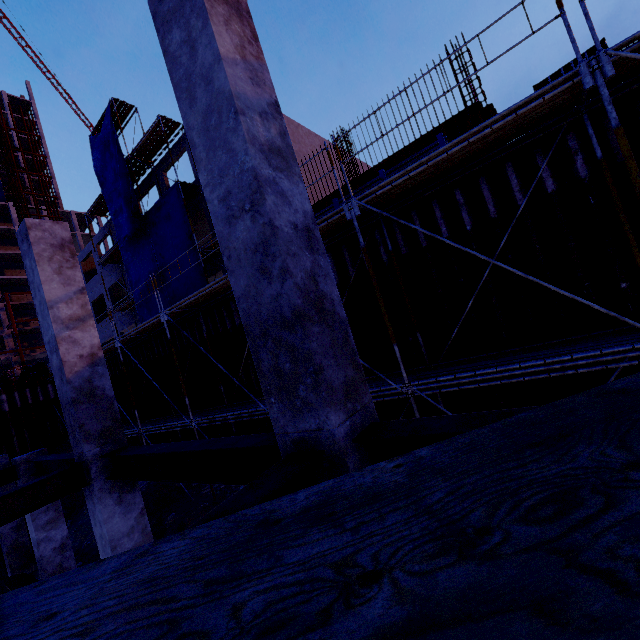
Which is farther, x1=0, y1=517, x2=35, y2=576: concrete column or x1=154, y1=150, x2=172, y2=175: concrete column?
x1=154, y1=150, x2=172, y2=175: concrete column

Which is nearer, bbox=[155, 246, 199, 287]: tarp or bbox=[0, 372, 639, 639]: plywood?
bbox=[0, 372, 639, 639]: plywood

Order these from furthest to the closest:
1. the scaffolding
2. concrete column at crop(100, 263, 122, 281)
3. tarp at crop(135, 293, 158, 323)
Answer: concrete column at crop(100, 263, 122, 281) → tarp at crop(135, 293, 158, 323) → the scaffolding

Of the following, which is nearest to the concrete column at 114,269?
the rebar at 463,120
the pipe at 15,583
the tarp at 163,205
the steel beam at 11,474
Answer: the rebar at 463,120

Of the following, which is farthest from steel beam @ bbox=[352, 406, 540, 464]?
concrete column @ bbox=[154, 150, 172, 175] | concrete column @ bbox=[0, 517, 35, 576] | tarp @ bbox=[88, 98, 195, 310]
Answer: tarp @ bbox=[88, 98, 195, 310]

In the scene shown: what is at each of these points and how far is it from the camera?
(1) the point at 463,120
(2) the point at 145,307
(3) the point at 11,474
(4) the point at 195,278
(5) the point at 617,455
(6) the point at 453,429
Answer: (1) rebar, 11.1m
(2) tarp, 21.3m
(3) steel beam, 8.1m
(4) tarp, 17.8m
(5) plywood, 1.2m
(6) steel beam, 2.0m

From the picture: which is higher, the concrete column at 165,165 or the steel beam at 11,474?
the concrete column at 165,165

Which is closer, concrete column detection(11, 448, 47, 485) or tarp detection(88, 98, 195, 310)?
concrete column detection(11, 448, 47, 485)
